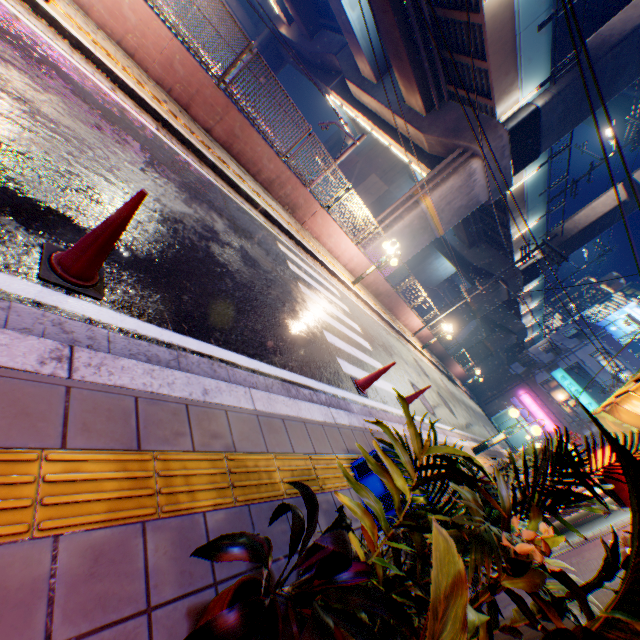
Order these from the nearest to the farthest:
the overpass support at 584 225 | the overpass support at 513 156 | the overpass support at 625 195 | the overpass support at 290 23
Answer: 1. the overpass support at 513 156
2. the overpass support at 290 23
3. the overpass support at 625 195
4. the overpass support at 584 225

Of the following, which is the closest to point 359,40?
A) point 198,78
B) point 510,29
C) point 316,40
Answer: point 510,29

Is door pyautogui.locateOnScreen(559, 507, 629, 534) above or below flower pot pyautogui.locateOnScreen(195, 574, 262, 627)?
above

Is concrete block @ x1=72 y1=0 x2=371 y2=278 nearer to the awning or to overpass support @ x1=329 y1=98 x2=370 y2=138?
the awning

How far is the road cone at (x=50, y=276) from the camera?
2.1m

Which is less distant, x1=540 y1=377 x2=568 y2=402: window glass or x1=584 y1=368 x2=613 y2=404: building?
x1=584 y1=368 x2=613 y2=404: building

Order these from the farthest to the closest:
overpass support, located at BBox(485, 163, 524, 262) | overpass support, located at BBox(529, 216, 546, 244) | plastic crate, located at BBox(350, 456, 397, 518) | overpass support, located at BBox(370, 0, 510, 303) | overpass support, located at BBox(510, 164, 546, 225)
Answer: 1. overpass support, located at BBox(529, 216, 546, 244)
2. overpass support, located at BBox(510, 164, 546, 225)
3. overpass support, located at BBox(485, 163, 524, 262)
4. overpass support, located at BBox(370, 0, 510, 303)
5. plastic crate, located at BBox(350, 456, 397, 518)

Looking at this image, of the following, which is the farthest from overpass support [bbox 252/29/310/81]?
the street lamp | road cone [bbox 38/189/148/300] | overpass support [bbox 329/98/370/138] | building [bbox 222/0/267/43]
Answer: the street lamp
